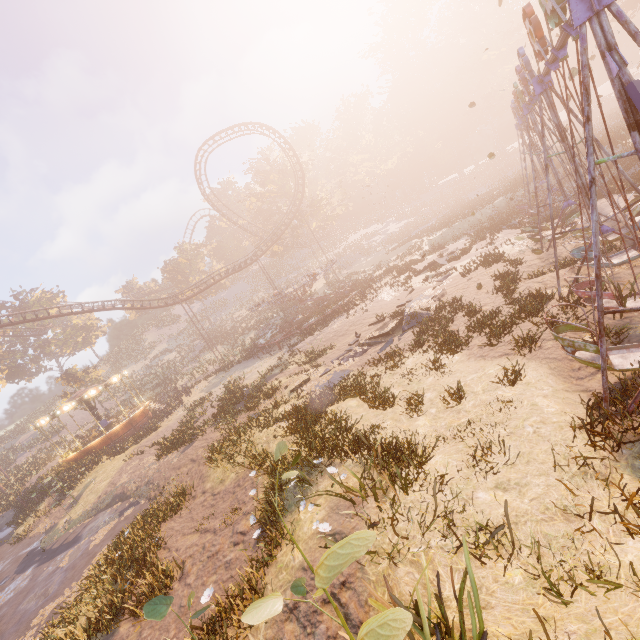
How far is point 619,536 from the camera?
4.1m

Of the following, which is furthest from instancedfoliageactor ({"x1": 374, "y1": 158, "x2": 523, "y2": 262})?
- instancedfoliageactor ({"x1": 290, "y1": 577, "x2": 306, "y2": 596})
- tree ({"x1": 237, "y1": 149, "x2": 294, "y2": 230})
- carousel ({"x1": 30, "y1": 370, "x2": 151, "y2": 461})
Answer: instancedfoliageactor ({"x1": 290, "y1": 577, "x2": 306, "y2": 596})

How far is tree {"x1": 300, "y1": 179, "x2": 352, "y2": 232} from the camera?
46.8 meters

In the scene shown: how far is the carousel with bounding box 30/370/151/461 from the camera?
25.5 meters

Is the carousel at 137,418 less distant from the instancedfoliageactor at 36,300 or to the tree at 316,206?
the tree at 316,206

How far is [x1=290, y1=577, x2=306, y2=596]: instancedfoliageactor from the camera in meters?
2.7 m

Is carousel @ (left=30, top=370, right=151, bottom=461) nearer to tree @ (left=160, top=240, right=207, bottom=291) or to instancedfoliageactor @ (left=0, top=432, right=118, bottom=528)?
instancedfoliageactor @ (left=0, top=432, right=118, bottom=528)

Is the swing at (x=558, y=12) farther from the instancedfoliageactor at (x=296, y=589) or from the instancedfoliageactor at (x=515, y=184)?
the instancedfoliageactor at (x=515, y=184)
